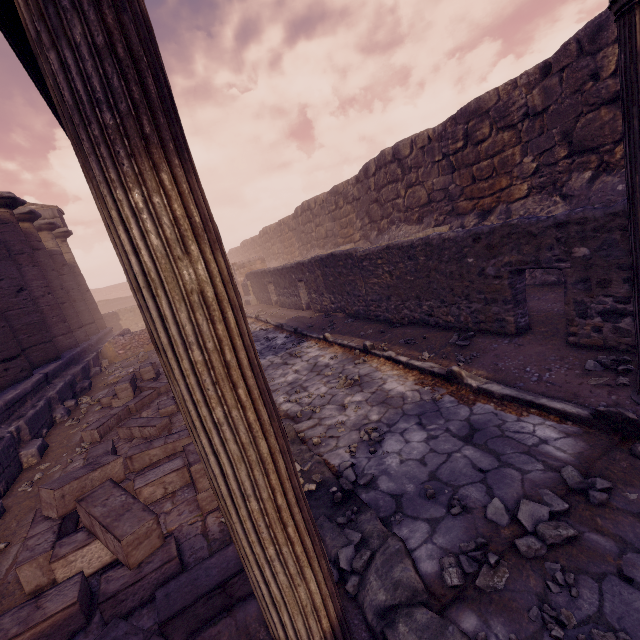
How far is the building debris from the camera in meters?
19.1 m

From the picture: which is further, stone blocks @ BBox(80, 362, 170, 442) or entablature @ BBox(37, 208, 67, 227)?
entablature @ BBox(37, 208, 67, 227)

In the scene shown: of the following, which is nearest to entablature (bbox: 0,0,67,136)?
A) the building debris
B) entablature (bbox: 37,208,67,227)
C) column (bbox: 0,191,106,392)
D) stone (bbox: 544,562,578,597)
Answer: entablature (bbox: 37,208,67,227)

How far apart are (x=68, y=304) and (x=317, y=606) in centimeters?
1585cm

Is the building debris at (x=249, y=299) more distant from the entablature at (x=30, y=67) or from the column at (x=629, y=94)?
the column at (x=629, y=94)

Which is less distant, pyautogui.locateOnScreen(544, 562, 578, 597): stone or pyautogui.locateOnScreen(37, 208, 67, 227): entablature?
pyautogui.locateOnScreen(544, 562, 578, 597): stone

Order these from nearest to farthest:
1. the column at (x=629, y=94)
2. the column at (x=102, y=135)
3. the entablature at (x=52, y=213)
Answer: the column at (x=102, y=135) → the column at (x=629, y=94) → the entablature at (x=52, y=213)

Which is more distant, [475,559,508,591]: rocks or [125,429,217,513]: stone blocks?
[125,429,217,513]: stone blocks
